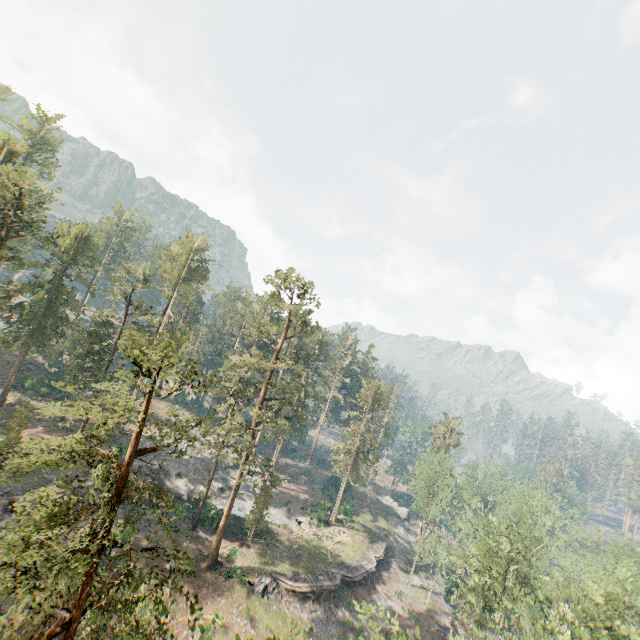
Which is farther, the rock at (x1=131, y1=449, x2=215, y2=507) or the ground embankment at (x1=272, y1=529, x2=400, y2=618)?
the rock at (x1=131, y1=449, x2=215, y2=507)

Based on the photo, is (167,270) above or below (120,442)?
above

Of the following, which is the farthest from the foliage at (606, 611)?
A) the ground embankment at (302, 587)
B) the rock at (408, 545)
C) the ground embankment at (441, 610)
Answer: the ground embankment at (302, 587)

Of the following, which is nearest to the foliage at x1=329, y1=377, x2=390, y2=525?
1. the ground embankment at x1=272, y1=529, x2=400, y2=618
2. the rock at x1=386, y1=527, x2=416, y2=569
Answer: the rock at x1=386, y1=527, x2=416, y2=569

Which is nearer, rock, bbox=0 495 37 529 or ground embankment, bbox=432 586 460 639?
rock, bbox=0 495 37 529

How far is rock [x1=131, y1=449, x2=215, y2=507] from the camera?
40.91m

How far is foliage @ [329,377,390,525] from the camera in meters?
51.5
